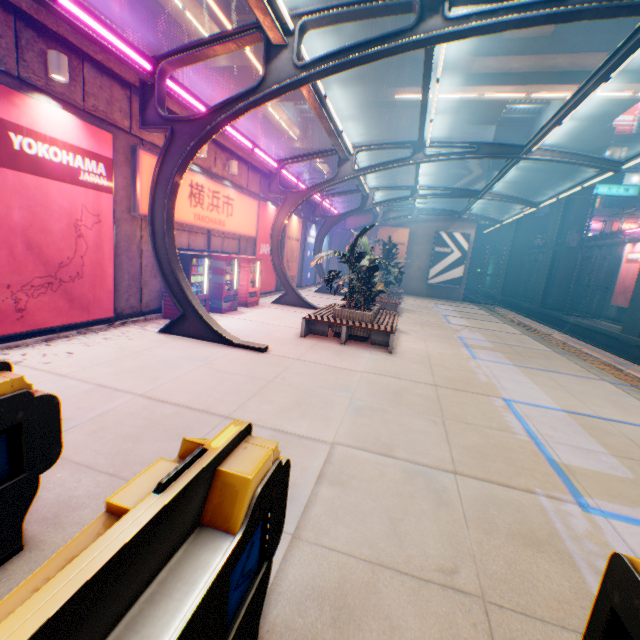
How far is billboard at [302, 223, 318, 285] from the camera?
22.3m

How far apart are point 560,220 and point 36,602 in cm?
3749

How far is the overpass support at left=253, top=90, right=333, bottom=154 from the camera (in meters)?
25.48

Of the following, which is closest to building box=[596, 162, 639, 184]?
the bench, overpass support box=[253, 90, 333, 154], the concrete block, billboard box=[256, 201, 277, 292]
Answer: overpass support box=[253, 90, 333, 154]

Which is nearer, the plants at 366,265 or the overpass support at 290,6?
the plants at 366,265

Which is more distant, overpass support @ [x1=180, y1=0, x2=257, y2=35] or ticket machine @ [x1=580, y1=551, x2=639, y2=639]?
overpass support @ [x1=180, y1=0, x2=257, y2=35]

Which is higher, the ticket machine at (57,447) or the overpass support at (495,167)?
the overpass support at (495,167)

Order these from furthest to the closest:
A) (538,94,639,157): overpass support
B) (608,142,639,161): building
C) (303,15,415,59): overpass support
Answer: (608,142,639,161): building, (538,94,639,157): overpass support, (303,15,415,59): overpass support
